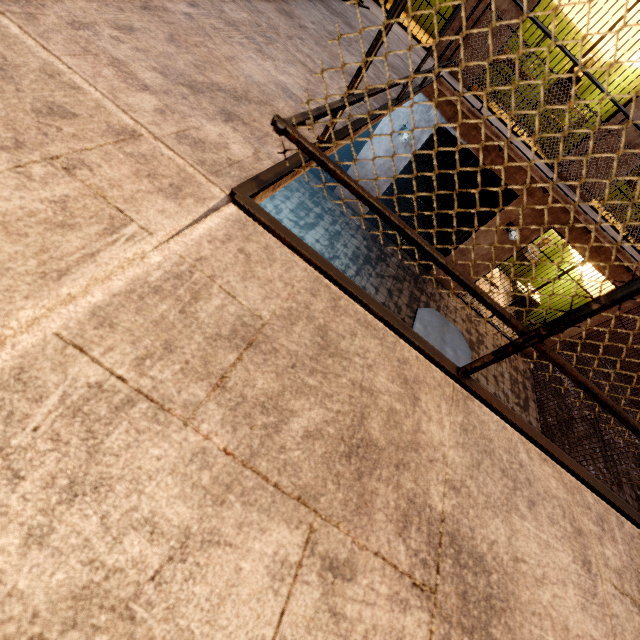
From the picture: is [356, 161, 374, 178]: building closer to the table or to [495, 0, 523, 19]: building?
[495, 0, 523, 19]: building

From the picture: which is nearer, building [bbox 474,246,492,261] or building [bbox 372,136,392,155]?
building [bbox 372,136,392,155]

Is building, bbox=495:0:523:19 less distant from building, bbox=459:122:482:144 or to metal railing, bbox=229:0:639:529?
building, bbox=459:122:482:144

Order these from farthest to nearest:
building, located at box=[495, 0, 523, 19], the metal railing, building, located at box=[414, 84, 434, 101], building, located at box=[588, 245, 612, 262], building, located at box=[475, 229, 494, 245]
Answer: building, located at box=[475, 229, 494, 245], building, located at box=[588, 245, 612, 262], building, located at box=[414, 84, 434, 101], building, located at box=[495, 0, 523, 19], the metal railing

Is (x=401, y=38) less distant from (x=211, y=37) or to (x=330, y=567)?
(x=211, y=37)

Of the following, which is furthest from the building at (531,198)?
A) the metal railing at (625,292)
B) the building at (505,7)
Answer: Answer: the metal railing at (625,292)

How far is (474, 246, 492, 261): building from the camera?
7.0 meters
